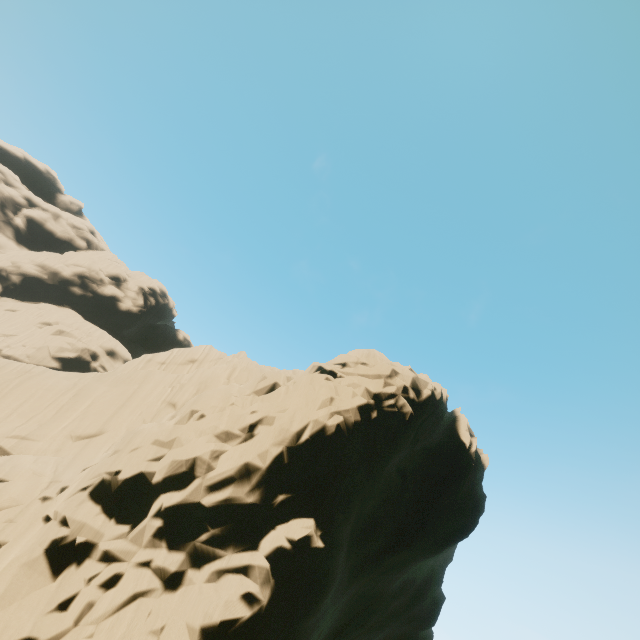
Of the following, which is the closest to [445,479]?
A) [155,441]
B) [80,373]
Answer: [155,441]
